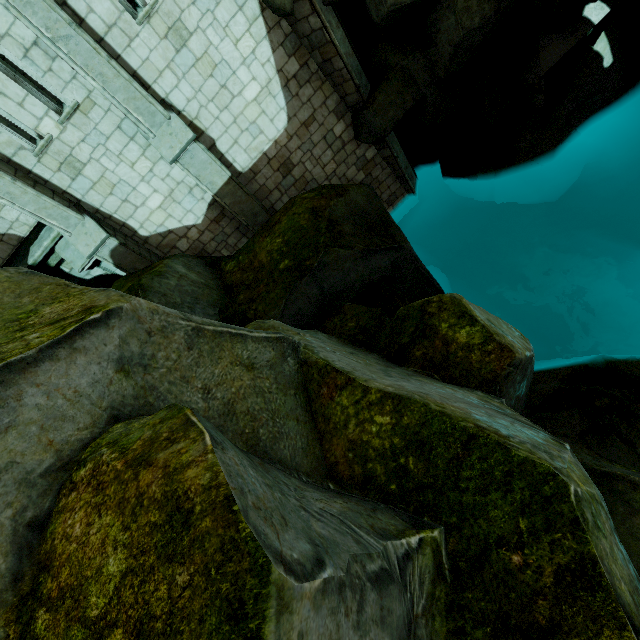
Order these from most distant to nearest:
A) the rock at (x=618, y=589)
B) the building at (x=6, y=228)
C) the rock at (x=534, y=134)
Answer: the rock at (x=534, y=134)
the building at (x=6, y=228)
the rock at (x=618, y=589)

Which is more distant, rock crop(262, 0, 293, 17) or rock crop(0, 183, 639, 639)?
rock crop(262, 0, 293, 17)

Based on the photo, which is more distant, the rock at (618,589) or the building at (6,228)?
the building at (6,228)

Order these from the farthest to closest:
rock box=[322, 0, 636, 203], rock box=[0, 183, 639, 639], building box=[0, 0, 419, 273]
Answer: rock box=[322, 0, 636, 203]
building box=[0, 0, 419, 273]
rock box=[0, 183, 639, 639]

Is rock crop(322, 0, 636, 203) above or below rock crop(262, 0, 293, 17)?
below

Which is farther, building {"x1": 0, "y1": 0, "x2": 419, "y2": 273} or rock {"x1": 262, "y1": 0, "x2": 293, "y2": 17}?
rock {"x1": 262, "y1": 0, "x2": 293, "y2": 17}

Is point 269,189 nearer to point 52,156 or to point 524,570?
point 52,156
